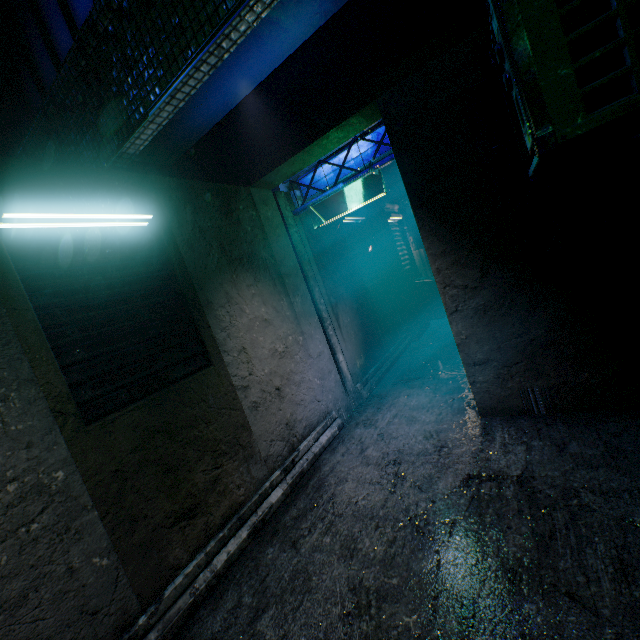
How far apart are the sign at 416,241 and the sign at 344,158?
4.8m

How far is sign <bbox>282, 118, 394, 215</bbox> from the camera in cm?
344

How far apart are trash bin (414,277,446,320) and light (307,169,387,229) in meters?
4.2

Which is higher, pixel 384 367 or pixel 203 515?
pixel 203 515

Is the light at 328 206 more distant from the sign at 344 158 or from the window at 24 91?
the window at 24 91

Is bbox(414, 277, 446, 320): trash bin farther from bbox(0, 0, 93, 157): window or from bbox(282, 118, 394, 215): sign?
bbox(0, 0, 93, 157): window

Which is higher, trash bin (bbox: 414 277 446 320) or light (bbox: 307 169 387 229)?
light (bbox: 307 169 387 229)

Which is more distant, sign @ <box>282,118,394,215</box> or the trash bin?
the trash bin
